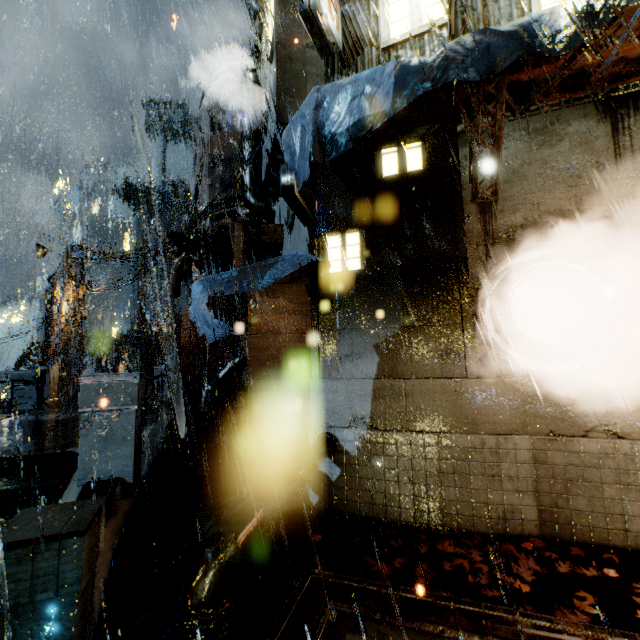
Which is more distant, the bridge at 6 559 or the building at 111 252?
the building at 111 252

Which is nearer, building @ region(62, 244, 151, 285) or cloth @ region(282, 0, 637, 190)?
cloth @ region(282, 0, 637, 190)

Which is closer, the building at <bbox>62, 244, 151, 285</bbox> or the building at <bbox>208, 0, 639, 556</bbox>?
the building at <bbox>208, 0, 639, 556</bbox>

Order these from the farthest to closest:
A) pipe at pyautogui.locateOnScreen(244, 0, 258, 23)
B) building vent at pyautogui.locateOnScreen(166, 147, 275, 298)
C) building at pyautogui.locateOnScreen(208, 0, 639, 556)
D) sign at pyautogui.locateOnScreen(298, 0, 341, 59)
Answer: pipe at pyautogui.locateOnScreen(244, 0, 258, 23) → building vent at pyautogui.locateOnScreen(166, 147, 275, 298) → sign at pyautogui.locateOnScreen(298, 0, 341, 59) → building at pyautogui.locateOnScreen(208, 0, 639, 556)

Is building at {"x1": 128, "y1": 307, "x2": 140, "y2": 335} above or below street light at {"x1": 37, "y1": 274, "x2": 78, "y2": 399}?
above

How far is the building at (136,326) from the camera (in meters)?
59.50

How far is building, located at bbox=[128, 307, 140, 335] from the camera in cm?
5950

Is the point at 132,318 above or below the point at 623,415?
above
